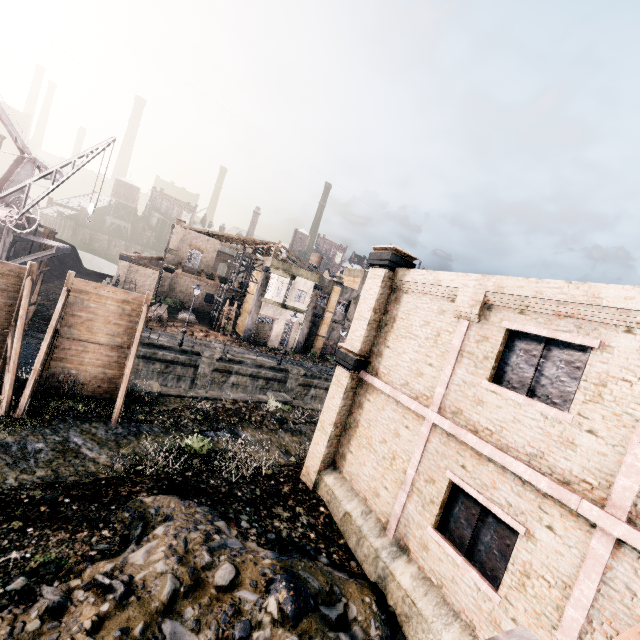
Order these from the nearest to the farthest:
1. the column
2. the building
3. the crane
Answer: the building → the crane → the column

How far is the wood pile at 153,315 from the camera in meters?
33.7 m

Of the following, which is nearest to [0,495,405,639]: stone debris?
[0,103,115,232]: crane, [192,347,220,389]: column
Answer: [0,103,115,232]: crane

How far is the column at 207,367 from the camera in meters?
28.0 m

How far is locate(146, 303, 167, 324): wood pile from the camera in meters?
33.7

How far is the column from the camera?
27.97m

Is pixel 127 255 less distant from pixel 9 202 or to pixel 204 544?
pixel 9 202

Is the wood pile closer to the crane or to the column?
the column
